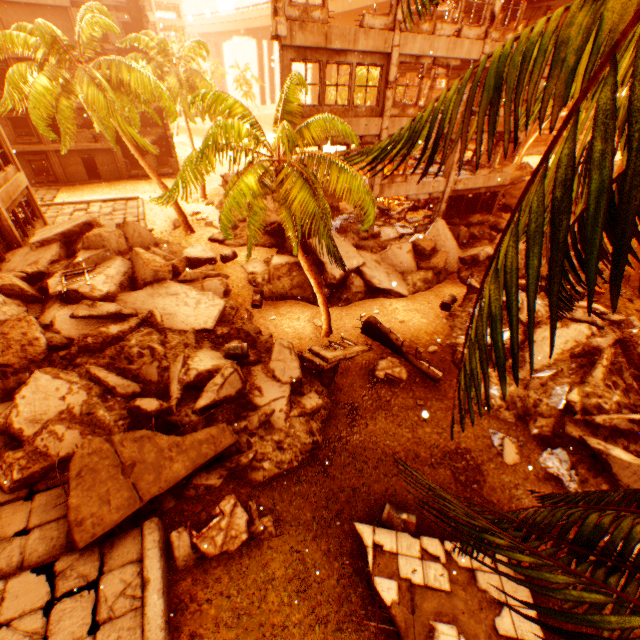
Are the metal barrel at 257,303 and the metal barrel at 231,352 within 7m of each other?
yes

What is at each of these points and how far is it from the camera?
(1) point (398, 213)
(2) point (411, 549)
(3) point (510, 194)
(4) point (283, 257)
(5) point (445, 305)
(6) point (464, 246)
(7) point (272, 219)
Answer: (1) floor rubble, 23.0 meters
(2) floor rubble, 7.6 meters
(3) floor rubble, 23.3 meters
(4) rock pile, 17.0 meters
(5) metal barrel, 15.0 meters
(6) rock pile, 19.3 meters
(7) rock pile, 20.8 meters

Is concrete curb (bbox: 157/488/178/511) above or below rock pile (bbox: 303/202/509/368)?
below

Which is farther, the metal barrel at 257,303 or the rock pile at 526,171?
the rock pile at 526,171

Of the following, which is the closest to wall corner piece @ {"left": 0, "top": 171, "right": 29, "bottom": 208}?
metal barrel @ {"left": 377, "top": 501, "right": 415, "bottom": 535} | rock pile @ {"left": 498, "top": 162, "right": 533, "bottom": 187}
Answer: rock pile @ {"left": 498, "top": 162, "right": 533, "bottom": 187}

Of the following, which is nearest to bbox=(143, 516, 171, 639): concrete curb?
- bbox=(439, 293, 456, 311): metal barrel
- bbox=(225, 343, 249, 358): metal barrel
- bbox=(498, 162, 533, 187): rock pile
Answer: bbox=(498, 162, 533, 187): rock pile

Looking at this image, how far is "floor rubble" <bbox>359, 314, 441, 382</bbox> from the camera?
12.0m

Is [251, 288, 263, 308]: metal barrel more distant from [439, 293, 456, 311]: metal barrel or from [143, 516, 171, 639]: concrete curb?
[439, 293, 456, 311]: metal barrel
